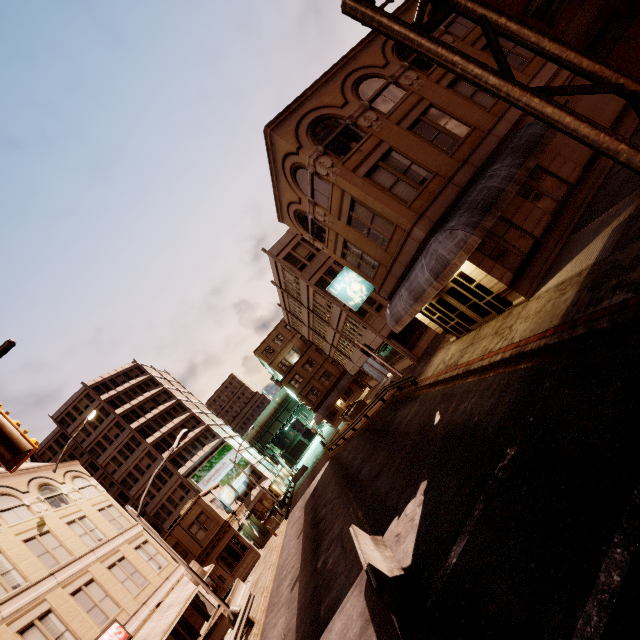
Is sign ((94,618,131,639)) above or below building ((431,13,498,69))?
below

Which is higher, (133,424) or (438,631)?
(133,424)

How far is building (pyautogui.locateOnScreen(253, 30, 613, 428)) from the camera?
13.58m

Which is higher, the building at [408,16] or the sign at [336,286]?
the building at [408,16]

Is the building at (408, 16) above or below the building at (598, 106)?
above

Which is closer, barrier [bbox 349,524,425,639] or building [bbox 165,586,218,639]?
barrier [bbox 349,524,425,639]

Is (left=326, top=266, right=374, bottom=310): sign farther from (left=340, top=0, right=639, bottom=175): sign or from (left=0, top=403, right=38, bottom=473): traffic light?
(left=0, top=403, right=38, bottom=473): traffic light

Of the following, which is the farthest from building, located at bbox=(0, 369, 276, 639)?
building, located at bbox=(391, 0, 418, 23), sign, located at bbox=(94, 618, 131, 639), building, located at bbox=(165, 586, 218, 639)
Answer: building, located at bbox=(391, 0, 418, 23)
